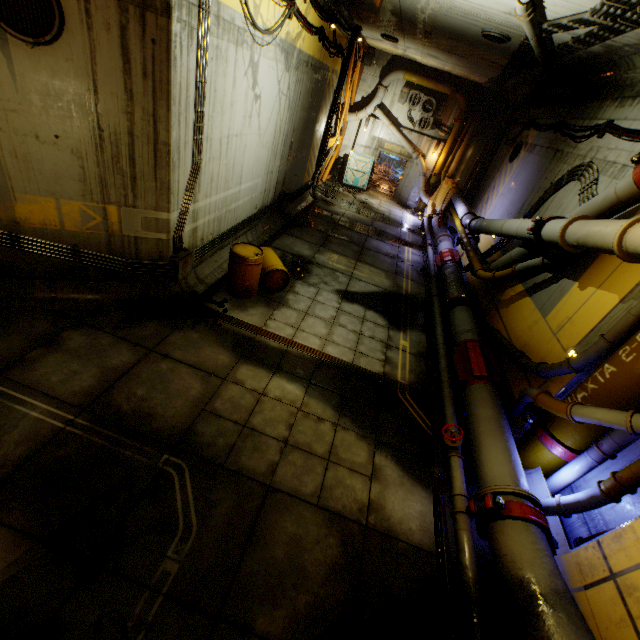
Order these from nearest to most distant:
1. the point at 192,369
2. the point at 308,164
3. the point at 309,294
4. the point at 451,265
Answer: the point at 192,369 < the point at 309,294 < the point at 451,265 < the point at 308,164

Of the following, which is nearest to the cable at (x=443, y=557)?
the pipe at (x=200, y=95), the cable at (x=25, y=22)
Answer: the pipe at (x=200, y=95)

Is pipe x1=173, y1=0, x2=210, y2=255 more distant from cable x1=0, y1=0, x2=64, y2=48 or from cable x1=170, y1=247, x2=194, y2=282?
cable x1=0, y1=0, x2=64, y2=48

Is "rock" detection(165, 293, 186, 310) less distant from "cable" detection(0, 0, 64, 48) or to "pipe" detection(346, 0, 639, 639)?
"cable" detection(0, 0, 64, 48)

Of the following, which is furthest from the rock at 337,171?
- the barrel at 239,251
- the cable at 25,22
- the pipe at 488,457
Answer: the cable at 25,22

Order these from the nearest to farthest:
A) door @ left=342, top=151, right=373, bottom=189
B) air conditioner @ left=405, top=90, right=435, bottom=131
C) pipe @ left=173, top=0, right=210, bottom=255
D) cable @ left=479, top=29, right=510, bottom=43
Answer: pipe @ left=173, top=0, right=210, bottom=255 < cable @ left=479, top=29, right=510, bottom=43 < air conditioner @ left=405, top=90, right=435, bottom=131 < door @ left=342, top=151, right=373, bottom=189

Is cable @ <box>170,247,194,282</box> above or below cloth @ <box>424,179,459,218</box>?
below

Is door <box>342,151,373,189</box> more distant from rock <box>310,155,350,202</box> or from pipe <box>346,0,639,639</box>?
pipe <box>346,0,639,639</box>
